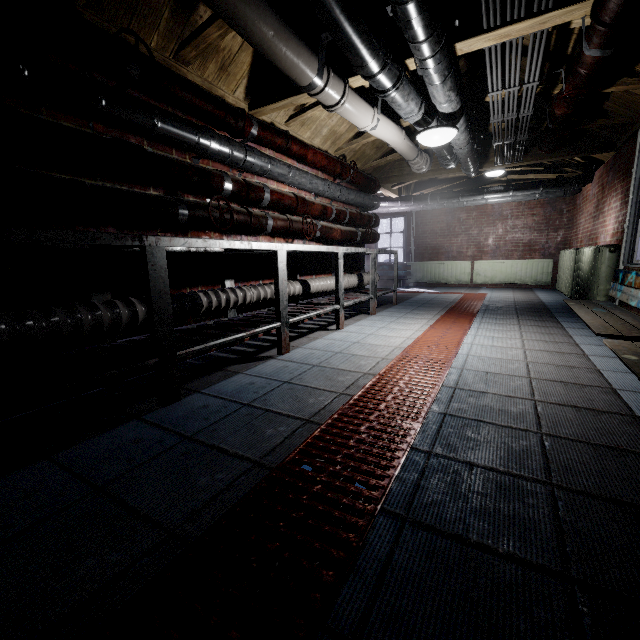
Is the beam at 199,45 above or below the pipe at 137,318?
above

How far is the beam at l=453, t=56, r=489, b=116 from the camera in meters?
2.7

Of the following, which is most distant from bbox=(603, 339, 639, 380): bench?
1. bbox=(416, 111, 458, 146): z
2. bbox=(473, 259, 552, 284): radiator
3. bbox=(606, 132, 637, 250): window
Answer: bbox=(473, 259, 552, 284): radiator

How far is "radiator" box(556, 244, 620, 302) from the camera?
3.7 meters

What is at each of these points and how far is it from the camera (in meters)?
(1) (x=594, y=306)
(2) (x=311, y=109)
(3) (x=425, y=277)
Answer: (1) bench, 3.12
(2) beam, 2.99
(3) radiator, 8.44

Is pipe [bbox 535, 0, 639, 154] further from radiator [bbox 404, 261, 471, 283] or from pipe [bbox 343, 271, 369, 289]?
radiator [bbox 404, 261, 471, 283]

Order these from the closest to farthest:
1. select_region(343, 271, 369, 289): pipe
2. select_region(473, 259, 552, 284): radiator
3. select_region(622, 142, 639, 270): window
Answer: select_region(622, 142, 639, 270): window, select_region(343, 271, 369, 289): pipe, select_region(473, 259, 552, 284): radiator

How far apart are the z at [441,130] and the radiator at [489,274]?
5.6 meters
